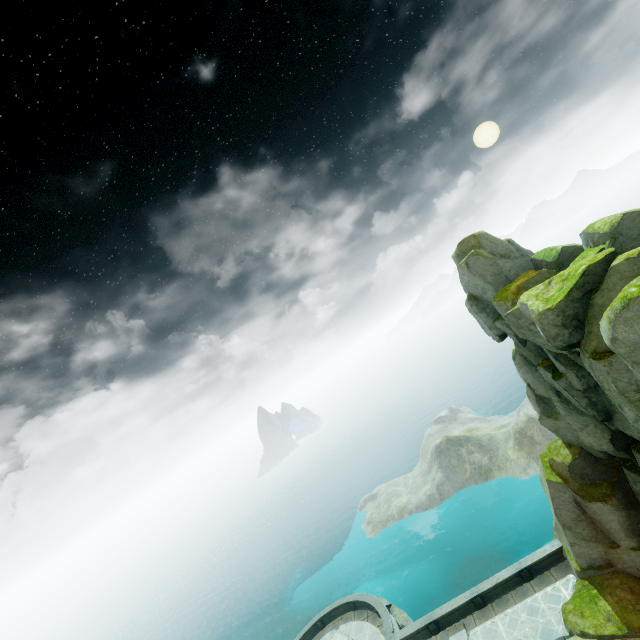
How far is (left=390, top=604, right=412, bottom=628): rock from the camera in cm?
3434

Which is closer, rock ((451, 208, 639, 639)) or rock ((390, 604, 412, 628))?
rock ((451, 208, 639, 639))

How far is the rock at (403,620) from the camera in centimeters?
3434cm

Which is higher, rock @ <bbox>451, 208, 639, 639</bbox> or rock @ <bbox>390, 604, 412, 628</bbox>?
rock @ <bbox>451, 208, 639, 639</bbox>

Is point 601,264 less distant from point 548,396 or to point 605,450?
point 548,396

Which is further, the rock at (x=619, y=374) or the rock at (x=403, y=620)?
the rock at (x=403, y=620)
